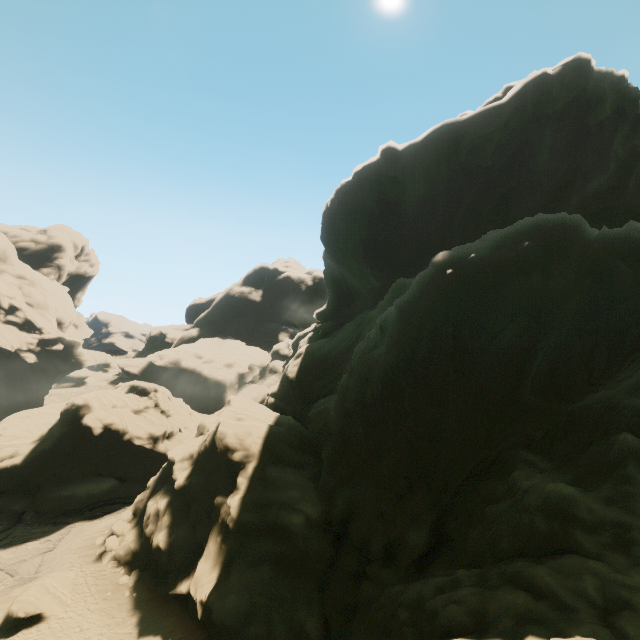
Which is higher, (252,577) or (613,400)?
(613,400)

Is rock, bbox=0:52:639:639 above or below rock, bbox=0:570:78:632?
above

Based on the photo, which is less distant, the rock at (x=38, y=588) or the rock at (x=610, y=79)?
the rock at (x=610, y=79)

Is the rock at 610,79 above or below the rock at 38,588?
above

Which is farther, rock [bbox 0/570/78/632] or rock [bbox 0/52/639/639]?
rock [bbox 0/570/78/632]
